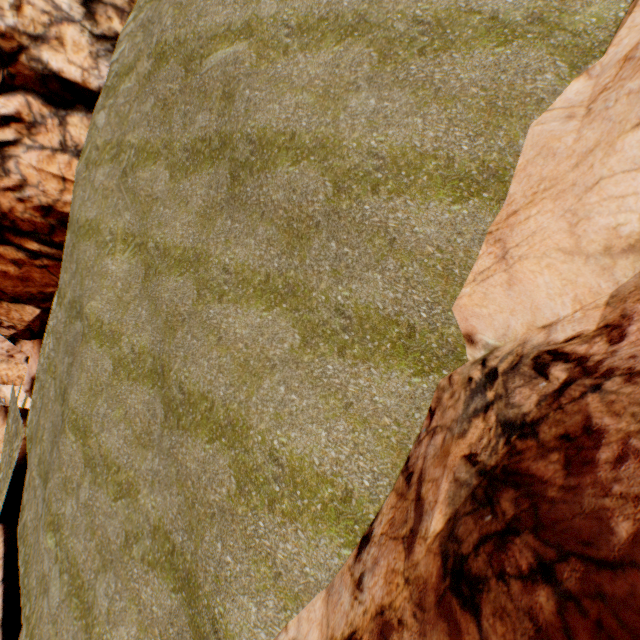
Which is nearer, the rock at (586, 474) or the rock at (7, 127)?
the rock at (586, 474)

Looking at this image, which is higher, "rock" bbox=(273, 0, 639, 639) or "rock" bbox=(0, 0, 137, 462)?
"rock" bbox=(0, 0, 137, 462)

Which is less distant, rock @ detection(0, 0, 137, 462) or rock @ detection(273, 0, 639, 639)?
rock @ detection(273, 0, 639, 639)

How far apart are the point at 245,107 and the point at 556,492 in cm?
946

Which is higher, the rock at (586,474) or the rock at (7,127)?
the rock at (7,127)
